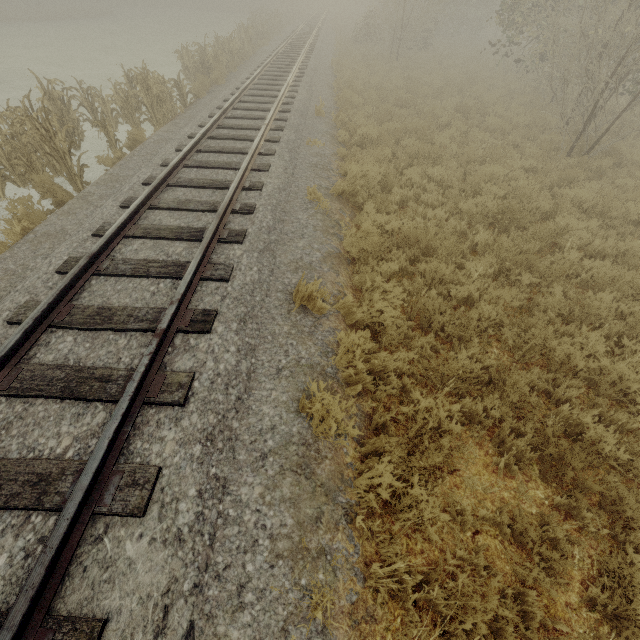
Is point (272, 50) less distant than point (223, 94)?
No
